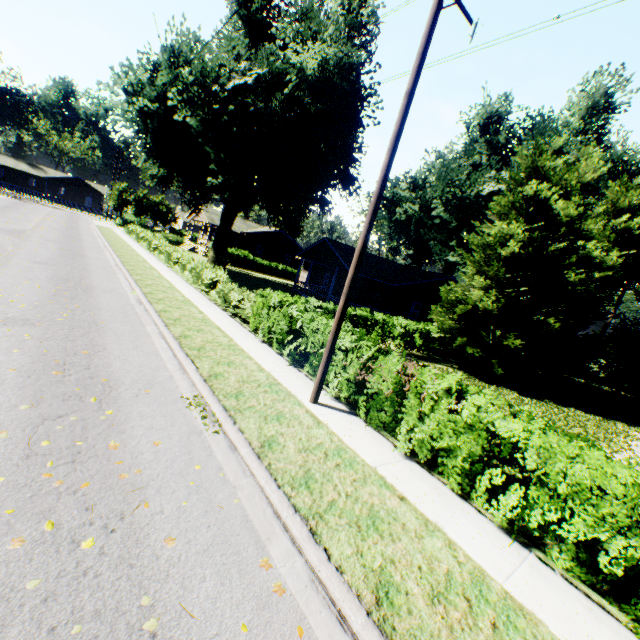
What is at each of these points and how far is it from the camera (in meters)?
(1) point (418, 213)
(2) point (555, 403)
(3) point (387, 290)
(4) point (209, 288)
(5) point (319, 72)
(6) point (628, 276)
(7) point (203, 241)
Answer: (1) plant, 37.28
(2) plant, 16.30
(3) house, 28.61
(4) hedge, 17.23
(5) plant, 19.94
(6) plant, 46.53
(7) house, 58.47

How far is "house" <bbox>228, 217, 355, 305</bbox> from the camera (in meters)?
27.71

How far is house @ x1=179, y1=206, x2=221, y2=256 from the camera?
42.5m

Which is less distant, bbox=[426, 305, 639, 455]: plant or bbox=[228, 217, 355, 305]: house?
bbox=[426, 305, 639, 455]: plant

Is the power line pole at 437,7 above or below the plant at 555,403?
above

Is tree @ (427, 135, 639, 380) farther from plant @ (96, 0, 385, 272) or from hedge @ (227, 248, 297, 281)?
hedge @ (227, 248, 297, 281)

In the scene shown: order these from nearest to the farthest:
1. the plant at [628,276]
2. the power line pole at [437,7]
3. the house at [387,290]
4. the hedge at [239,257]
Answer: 1. the power line pole at [437,7]
2. the house at [387,290]
3. the plant at [628,276]
4. the hedge at [239,257]

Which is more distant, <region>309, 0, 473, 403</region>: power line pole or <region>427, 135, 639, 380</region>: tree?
<region>427, 135, 639, 380</region>: tree
